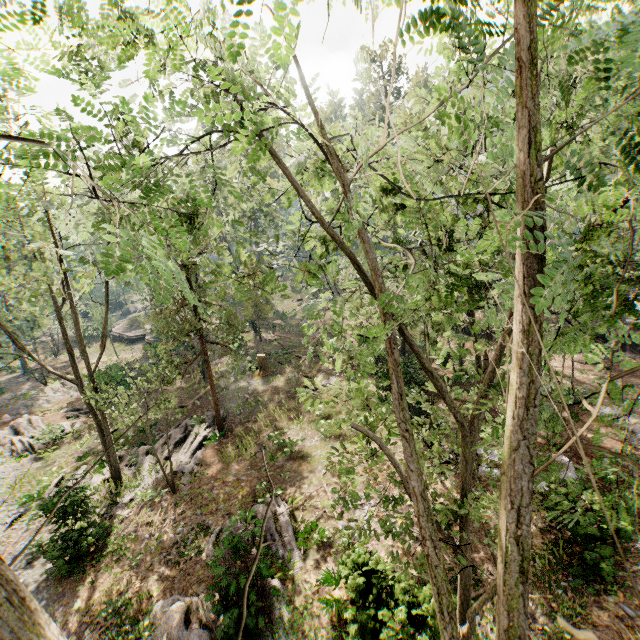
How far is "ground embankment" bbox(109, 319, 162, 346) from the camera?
40.34m

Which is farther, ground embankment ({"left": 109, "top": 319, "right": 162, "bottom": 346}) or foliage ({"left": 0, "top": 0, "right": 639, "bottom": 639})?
ground embankment ({"left": 109, "top": 319, "right": 162, "bottom": 346})

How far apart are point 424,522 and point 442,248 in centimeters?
510cm

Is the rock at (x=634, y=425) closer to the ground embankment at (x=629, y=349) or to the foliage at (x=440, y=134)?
the foliage at (x=440, y=134)

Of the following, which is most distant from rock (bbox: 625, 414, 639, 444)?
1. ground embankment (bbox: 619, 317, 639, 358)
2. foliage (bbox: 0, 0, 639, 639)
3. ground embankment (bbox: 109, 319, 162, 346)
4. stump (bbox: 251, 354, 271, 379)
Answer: ground embankment (bbox: 109, 319, 162, 346)

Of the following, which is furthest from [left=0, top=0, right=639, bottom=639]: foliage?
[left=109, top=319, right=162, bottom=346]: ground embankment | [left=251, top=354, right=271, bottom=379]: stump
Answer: [left=251, top=354, right=271, bottom=379]: stump

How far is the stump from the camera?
27.25m

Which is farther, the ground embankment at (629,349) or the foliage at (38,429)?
the ground embankment at (629,349)
